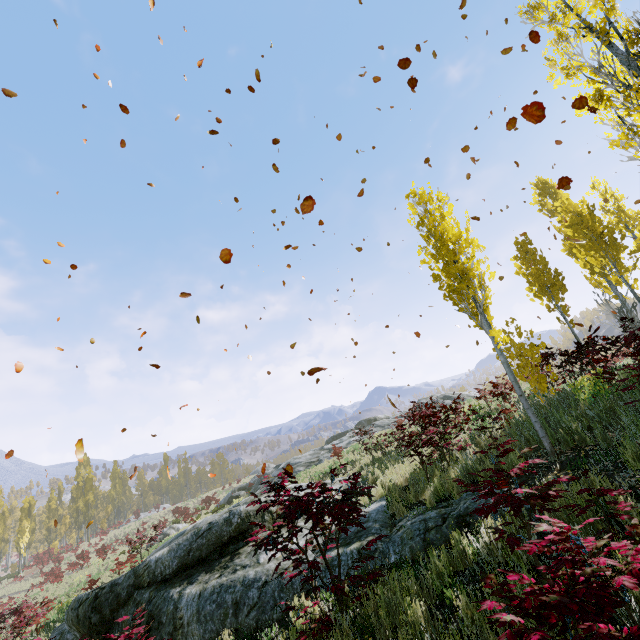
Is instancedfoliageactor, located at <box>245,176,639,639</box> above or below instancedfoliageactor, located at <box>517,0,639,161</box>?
below

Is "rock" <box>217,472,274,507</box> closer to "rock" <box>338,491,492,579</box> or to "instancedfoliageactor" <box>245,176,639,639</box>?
"rock" <box>338,491,492,579</box>

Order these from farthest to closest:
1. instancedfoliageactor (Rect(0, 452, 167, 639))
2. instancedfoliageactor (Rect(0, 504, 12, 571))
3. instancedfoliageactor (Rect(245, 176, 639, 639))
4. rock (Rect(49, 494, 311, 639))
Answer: instancedfoliageactor (Rect(0, 504, 12, 571)) < instancedfoliageactor (Rect(0, 452, 167, 639)) < rock (Rect(49, 494, 311, 639)) < instancedfoliageactor (Rect(245, 176, 639, 639))

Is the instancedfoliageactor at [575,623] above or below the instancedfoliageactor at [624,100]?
below

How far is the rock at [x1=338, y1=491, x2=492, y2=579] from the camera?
4.7 meters

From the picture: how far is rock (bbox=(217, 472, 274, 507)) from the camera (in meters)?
10.03

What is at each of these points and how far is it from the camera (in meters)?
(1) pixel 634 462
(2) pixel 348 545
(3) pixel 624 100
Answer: (1) instancedfoliageactor, 4.19
(2) rock, 5.59
(3) instancedfoliageactor, 5.67
